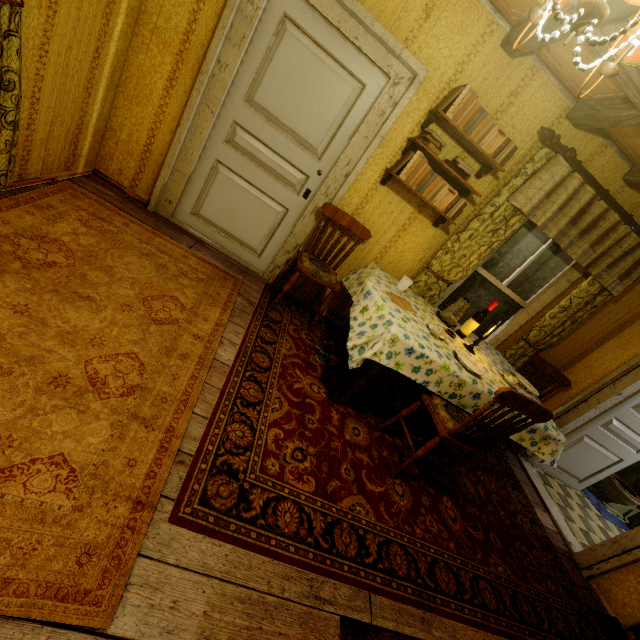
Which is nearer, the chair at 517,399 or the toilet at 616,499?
the chair at 517,399

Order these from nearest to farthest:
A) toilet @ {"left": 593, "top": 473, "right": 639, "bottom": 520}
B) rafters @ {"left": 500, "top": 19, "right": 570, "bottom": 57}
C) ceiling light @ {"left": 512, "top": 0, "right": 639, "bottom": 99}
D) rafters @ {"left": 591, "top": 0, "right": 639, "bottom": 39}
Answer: ceiling light @ {"left": 512, "top": 0, "right": 639, "bottom": 99} → rafters @ {"left": 591, "top": 0, "right": 639, "bottom": 39} → rafters @ {"left": 500, "top": 19, "right": 570, "bottom": 57} → toilet @ {"left": 593, "top": 473, "right": 639, "bottom": 520}

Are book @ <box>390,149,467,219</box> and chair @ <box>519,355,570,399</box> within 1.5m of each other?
no

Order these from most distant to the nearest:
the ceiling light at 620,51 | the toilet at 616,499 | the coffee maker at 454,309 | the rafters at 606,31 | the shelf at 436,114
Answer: the toilet at 616,499, the coffee maker at 454,309, the shelf at 436,114, the rafters at 606,31, the ceiling light at 620,51

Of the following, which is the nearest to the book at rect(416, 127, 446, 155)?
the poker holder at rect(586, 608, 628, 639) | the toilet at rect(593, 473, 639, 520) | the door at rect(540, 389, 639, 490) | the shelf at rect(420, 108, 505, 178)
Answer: the shelf at rect(420, 108, 505, 178)

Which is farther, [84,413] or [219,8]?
[219,8]

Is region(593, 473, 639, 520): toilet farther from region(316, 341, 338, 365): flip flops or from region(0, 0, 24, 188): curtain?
region(0, 0, 24, 188): curtain

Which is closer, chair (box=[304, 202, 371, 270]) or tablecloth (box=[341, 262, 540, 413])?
tablecloth (box=[341, 262, 540, 413])
